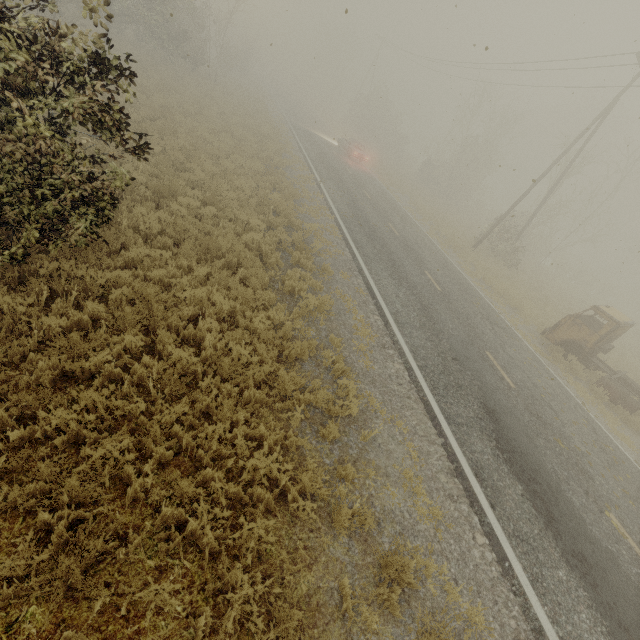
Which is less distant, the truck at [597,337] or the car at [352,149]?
the truck at [597,337]

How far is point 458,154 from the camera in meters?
34.4

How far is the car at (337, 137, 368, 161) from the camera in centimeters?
2900cm

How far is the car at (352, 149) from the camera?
29.0m

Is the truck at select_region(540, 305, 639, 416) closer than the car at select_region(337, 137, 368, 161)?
Yes
